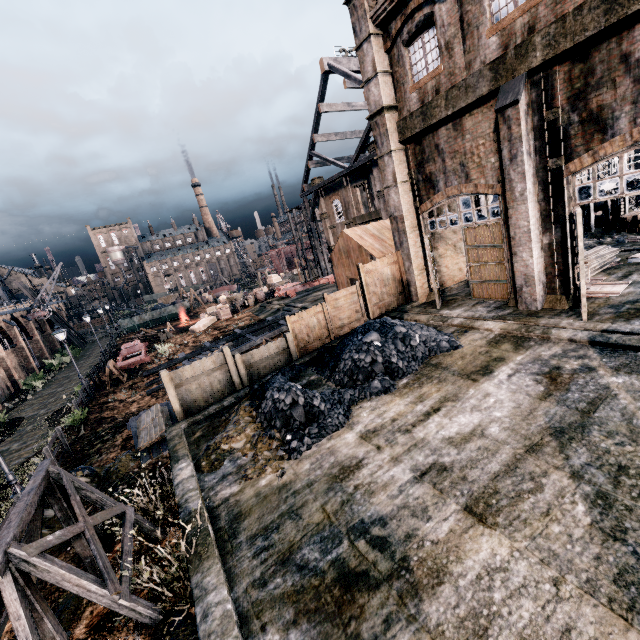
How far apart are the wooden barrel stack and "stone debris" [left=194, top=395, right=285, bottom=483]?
26.77m

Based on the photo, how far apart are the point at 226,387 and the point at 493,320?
11.2m

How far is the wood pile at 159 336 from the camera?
37.8m

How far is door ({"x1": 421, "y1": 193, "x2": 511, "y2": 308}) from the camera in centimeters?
1371cm

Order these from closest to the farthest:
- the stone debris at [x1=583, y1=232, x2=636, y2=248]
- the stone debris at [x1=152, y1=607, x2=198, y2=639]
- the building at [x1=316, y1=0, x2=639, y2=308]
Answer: the stone debris at [x1=152, y1=607, x2=198, y2=639] < the building at [x1=316, y1=0, x2=639, y2=308] < the stone debris at [x1=583, y1=232, x2=636, y2=248]

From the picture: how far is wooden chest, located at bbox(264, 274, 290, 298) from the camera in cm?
4412

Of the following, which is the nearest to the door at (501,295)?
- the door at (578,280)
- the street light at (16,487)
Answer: the door at (578,280)

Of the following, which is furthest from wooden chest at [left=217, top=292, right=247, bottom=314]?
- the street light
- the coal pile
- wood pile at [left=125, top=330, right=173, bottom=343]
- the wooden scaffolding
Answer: the street light
